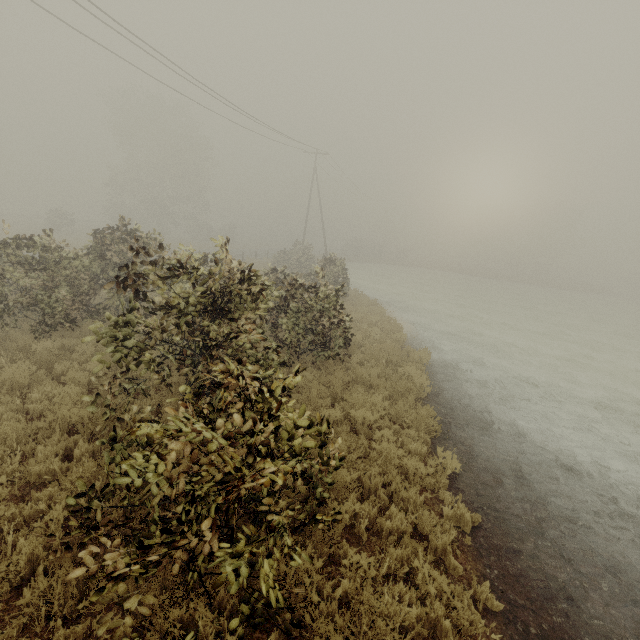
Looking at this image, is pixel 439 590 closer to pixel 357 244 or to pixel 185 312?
pixel 185 312
